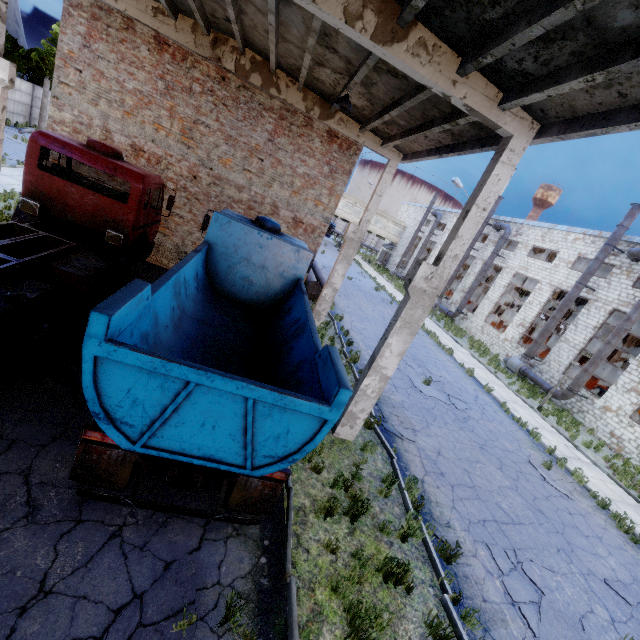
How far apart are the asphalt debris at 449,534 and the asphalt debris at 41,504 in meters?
6.3

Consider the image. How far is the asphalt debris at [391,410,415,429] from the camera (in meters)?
10.21

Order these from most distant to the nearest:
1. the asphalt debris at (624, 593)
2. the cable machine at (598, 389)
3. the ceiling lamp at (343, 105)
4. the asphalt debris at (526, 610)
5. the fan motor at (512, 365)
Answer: the fan motor at (512, 365), the cable machine at (598, 389), the ceiling lamp at (343, 105), the asphalt debris at (624, 593), the asphalt debris at (526, 610)

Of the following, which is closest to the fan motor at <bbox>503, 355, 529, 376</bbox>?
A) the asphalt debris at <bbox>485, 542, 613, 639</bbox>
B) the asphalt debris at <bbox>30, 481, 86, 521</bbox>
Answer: the asphalt debris at <bbox>485, 542, 613, 639</bbox>

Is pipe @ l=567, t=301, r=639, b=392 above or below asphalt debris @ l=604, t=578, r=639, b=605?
above

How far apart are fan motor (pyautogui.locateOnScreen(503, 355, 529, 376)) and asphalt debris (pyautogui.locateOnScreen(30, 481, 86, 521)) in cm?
2566

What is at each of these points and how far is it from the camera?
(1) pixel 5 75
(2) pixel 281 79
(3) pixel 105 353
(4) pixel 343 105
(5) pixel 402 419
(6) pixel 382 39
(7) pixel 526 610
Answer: (1) column beam, 10.0m
(2) column beam, 10.9m
(3) truck, 3.2m
(4) ceiling lamp, 8.5m
(5) asphalt debris, 10.5m
(6) column beam, 5.2m
(7) asphalt debris, 6.0m

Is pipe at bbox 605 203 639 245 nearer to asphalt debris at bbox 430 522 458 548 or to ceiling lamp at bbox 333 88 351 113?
asphalt debris at bbox 430 522 458 548
